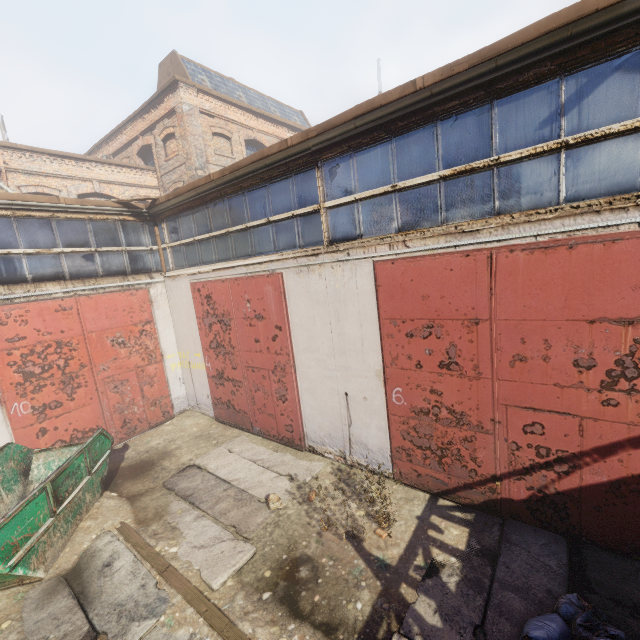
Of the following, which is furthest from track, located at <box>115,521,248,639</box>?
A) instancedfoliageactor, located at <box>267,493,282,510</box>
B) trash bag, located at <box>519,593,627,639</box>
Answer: instancedfoliageactor, located at <box>267,493,282,510</box>

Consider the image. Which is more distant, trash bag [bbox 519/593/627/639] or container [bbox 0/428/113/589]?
container [bbox 0/428/113/589]

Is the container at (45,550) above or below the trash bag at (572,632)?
above

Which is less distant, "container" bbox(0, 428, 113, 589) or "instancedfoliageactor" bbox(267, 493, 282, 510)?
"container" bbox(0, 428, 113, 589)

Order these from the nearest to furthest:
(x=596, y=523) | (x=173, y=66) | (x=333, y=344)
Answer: (x=596, y=523) < (x=333, y=344) < (x=173, y=66)

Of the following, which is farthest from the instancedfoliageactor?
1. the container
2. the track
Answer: the container

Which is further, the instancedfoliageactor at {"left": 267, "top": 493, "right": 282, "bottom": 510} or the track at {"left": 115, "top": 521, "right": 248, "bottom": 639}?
the instancedfoliageactor at {"left": 267, "top": 493, "right": 282, "bottom": 510}

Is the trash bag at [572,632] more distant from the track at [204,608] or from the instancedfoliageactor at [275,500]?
the instancedfoliageactor at [275,500]
